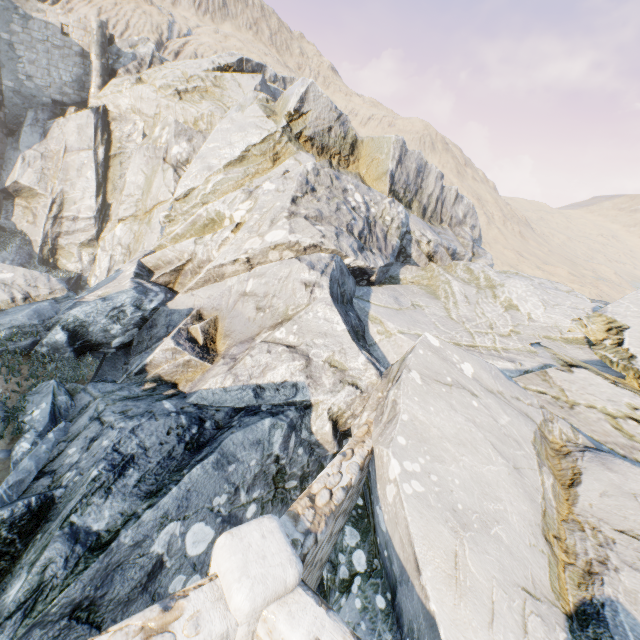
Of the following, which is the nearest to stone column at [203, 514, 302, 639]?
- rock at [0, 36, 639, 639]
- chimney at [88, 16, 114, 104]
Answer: rock at [0, 36, 639, 639]

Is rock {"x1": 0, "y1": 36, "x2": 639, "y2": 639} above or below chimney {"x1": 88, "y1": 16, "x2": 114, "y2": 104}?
below

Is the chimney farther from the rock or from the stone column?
the stone column

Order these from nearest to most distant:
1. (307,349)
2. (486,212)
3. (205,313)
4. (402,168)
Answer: (307,349), (205,313), (402,168), (486,212)

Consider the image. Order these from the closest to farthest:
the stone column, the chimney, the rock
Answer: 1. the stone column
2. the rock
3. the chimney

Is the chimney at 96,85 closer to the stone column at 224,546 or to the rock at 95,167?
the rock at 95,167

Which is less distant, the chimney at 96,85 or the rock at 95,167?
the rock at 95,167
